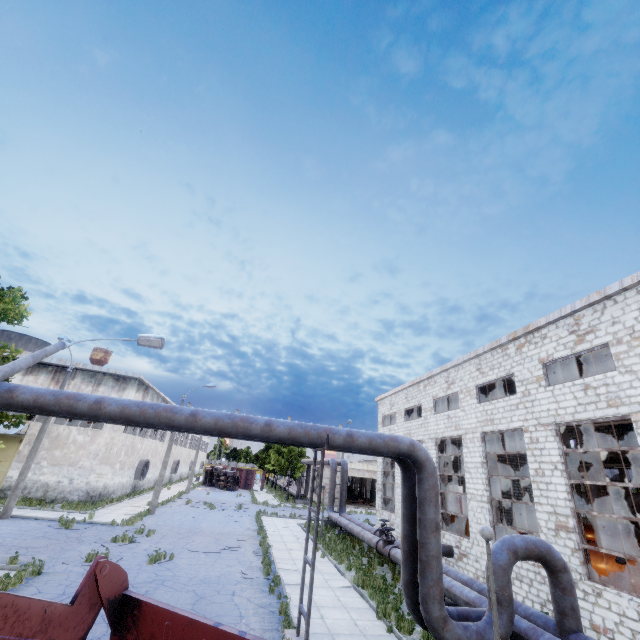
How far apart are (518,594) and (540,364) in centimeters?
952cm

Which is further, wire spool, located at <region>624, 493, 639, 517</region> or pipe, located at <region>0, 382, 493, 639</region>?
wire spool, located at <region>624, 493, 639, 517</region>

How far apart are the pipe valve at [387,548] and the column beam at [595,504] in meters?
22.3

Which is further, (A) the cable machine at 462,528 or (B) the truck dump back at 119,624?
(A) the cable machine at 462,528

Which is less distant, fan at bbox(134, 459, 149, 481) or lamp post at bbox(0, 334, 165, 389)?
lamp post at bbox(0, 334, 165, 389)

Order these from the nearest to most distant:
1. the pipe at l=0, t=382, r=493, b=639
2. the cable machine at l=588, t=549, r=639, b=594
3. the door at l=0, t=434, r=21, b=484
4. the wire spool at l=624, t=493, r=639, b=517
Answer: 1. the pipe at l=0, t=382, r=493, b=639
2. the cable machine at l=588, t=549, r=639, b=594
3. the wire spool at l=624, t=493, r=639, b=517
4. the door at l=0, t=434, r=21, b=484

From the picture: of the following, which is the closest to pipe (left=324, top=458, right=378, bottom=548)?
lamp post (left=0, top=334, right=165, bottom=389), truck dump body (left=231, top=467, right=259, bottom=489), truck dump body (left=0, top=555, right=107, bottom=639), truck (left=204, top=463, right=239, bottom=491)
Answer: truck dump body (left=231, top=467, right=259, bottom=489)

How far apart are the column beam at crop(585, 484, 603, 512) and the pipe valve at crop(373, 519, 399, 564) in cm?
2229
